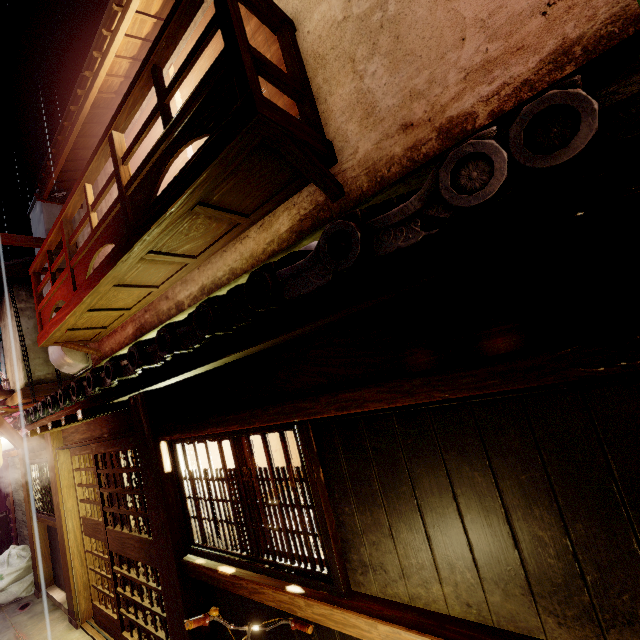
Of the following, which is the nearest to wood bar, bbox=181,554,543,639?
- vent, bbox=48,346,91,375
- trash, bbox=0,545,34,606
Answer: vent, bbox=48,346,91,375

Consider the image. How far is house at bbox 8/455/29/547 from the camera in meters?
14.3

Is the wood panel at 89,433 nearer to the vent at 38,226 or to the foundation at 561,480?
the foundation at 561,480

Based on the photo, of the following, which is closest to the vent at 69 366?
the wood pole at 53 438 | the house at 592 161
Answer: the wood pole at 53 438

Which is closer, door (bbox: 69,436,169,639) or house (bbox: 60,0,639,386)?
house (bbox: 60,0,639,386)

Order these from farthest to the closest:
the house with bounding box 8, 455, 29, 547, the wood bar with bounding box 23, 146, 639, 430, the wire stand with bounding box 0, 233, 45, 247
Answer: the house with bounding box 8, 455, 29, 547 < the wire stand with bounding box 0, 233, 45, 247 < the wood bar with bounding box 23, 146, 639, 430

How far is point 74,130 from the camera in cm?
970

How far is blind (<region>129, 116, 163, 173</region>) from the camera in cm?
892
